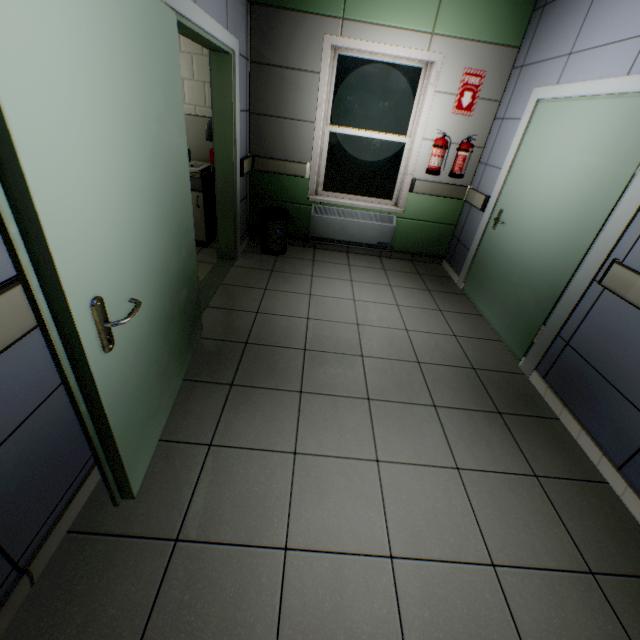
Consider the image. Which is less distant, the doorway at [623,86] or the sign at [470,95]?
the doorway at [623,86]

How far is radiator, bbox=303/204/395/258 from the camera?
4.5m

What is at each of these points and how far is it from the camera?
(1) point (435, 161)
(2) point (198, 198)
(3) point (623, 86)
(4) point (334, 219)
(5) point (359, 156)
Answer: (1) fire extinguisher, 4.0m
(2) cabinet, 3.9m
(3) doorway, 2.2m
(4) radiator, 4.5m
(5) window, 4.3m

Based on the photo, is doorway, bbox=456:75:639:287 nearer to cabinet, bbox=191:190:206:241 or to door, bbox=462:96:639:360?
door, bbox=462:96:639:360

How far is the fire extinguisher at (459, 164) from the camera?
3.92m

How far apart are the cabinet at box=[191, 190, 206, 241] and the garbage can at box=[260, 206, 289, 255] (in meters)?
0.72

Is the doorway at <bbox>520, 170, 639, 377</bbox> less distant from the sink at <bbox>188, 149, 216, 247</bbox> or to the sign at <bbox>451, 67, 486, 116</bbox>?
the sign at <bbox>451, 67, 486, 116</bbox>

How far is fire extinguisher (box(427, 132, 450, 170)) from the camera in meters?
3.9 m
